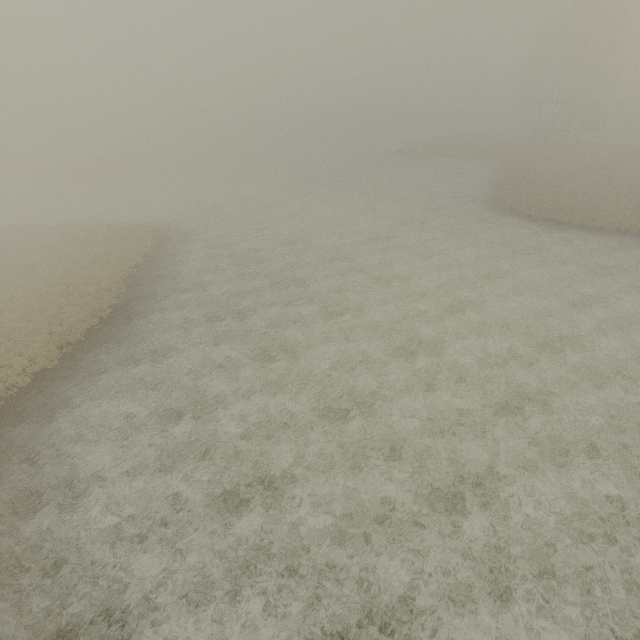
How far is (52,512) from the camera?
11.0 meters
